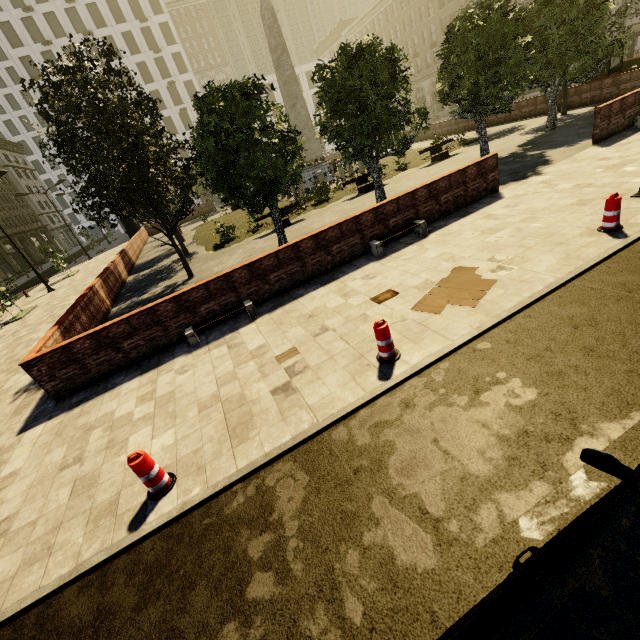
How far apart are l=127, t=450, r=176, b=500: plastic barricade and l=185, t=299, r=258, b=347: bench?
3.8 meters

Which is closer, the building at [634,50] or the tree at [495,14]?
the tree at [495,14]

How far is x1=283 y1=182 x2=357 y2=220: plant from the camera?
18.88m

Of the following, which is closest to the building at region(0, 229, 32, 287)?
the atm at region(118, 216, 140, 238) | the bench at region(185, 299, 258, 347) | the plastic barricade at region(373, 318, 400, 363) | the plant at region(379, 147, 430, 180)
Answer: the plastic barricade at region(373, 318, 400, 363)

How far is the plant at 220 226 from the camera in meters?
17.9 m

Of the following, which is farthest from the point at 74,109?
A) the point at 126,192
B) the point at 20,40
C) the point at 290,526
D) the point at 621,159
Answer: the point at 20,40

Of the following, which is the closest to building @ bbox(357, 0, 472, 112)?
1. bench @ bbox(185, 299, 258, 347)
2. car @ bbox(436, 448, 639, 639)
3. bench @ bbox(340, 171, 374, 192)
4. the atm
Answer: car @ bbox(436, 448, 639, 639)

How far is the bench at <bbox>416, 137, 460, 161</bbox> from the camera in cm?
1950
